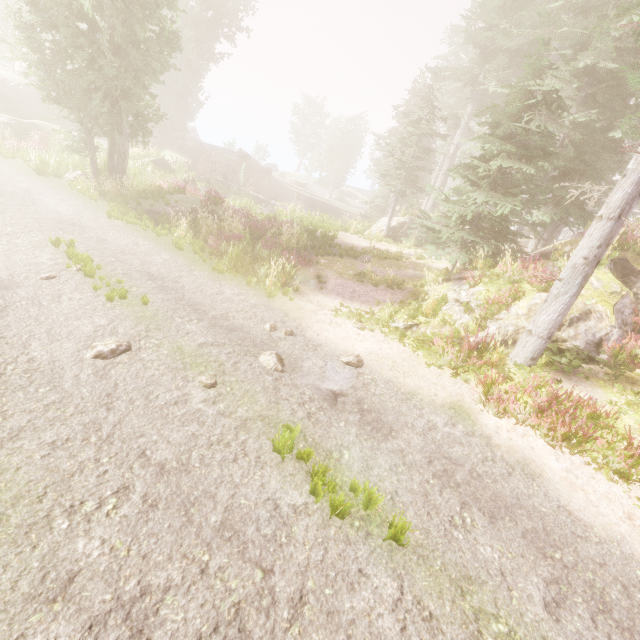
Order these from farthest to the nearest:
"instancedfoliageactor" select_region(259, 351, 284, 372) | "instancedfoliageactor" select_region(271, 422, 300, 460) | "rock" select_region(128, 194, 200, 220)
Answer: "rock" select_region(128, 194, 200, 220) < "instancedfoliageactor" select_region(259, 351, 284, 372) < "instancedfoliageactor" select_region(271, 422, 300, 460)

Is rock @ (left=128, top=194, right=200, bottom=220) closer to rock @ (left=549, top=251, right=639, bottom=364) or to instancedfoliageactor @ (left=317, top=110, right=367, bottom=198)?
instancedfoliageactor @ (left=317, top=110, right=367, bottom=198)

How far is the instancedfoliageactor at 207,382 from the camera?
6.05m

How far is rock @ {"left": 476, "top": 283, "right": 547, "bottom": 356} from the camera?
9.41m

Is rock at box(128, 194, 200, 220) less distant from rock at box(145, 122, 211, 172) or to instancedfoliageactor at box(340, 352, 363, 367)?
instancedfoliageactor at box(340, 352, 363, 367)

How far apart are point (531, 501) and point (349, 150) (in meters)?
58.25

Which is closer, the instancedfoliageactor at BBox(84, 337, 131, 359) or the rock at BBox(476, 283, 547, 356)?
the instancedfoliageactor at BBox(84, 337, 131, 359)

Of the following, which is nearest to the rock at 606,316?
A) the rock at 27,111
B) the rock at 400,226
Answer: the rock at 400,226
